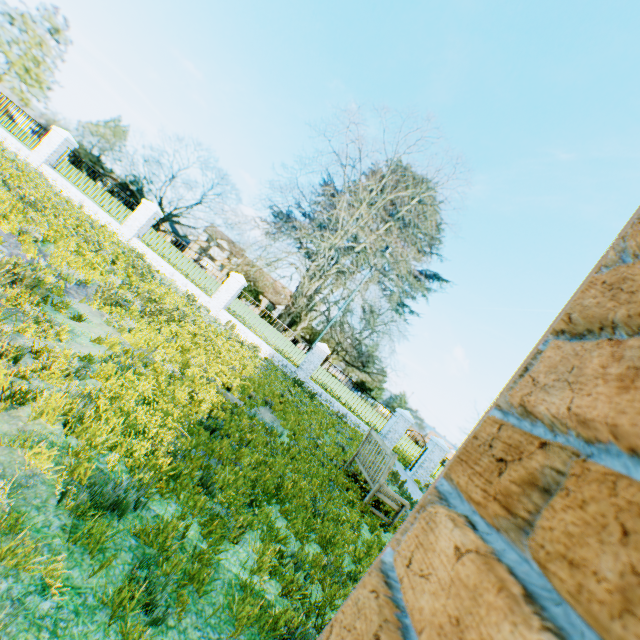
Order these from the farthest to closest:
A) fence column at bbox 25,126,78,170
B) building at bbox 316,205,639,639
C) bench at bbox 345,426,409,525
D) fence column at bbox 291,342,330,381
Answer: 1. fence column at bbox 291,342,330,381
2. fence column at bbox 25,126,78,170
3. bench at bbox 345,426,409,525
4. building at bbox 316,205,639,639

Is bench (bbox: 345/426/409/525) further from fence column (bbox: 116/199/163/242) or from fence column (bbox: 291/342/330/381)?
fence column (bbox: 116/199/163/242)

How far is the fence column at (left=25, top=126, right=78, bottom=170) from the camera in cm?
1562

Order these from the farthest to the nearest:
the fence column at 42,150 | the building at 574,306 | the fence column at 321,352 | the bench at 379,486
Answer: the fence column at 321,352 → the fence column at 42,150 → the bench at 379,486 → the building at 574,306

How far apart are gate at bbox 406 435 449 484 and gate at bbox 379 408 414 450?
1.3m

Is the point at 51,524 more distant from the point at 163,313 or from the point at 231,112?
the point at 231,112

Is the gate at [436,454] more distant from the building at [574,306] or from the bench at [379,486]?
the building at [574,306]

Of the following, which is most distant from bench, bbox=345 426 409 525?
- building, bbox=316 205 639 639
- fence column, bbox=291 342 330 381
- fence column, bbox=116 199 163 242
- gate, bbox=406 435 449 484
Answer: fence column, bbox=116 199 163 242
